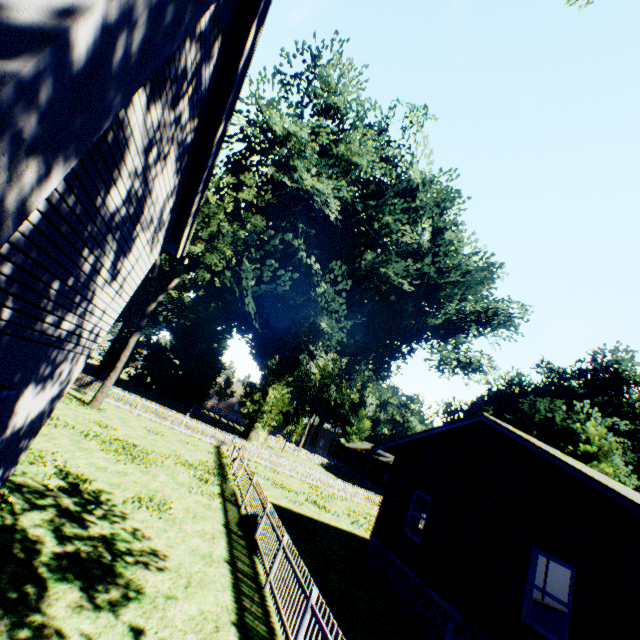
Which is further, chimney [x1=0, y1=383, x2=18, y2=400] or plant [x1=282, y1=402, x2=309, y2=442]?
plant [x1=282, y1=402, x2=309, y2=442]

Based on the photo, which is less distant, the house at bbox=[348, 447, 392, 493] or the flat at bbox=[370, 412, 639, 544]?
the flat at bbox=[370, 412, 639, 544]

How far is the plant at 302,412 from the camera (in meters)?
44.34

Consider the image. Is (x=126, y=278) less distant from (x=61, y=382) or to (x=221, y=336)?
(x=61, y=382)

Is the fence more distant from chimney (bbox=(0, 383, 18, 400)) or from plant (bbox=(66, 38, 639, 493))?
chimney (bbox=(0, 383, 18, 400))

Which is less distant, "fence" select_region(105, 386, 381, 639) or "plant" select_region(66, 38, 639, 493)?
"fence" select_region(105, 386, 381, 639)

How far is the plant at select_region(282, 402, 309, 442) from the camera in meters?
44.3

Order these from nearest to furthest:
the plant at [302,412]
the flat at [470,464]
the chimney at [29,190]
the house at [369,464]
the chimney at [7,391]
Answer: the chimney at [29,190] → the chimney at [7,391] → the flat at [470,464] → the house at [369,464] → the plant at [302,412]
